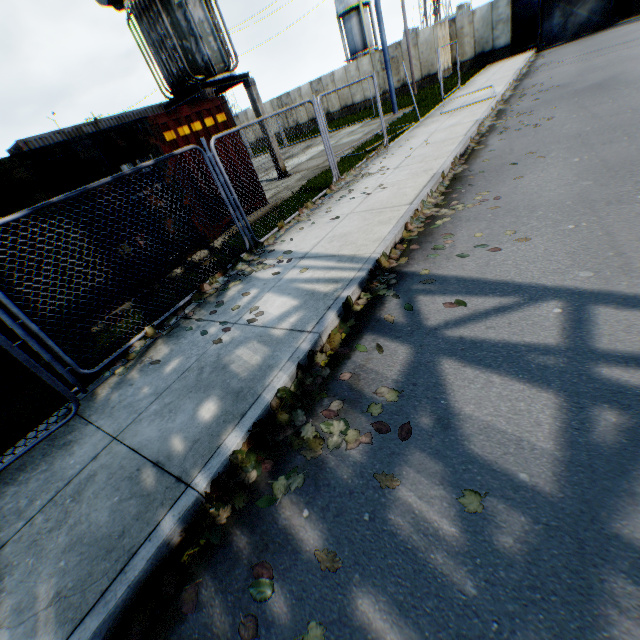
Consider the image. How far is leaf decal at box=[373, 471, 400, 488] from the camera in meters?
2.3 m

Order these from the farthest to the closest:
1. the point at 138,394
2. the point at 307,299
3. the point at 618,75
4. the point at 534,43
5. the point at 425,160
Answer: the point at 534,43, the point at 618,75, the point at 425,160, the point at 307,299, the point at 138,394

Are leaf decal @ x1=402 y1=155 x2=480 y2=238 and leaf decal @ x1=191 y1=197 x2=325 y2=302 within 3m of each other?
yes

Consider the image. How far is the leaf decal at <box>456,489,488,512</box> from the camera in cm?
198

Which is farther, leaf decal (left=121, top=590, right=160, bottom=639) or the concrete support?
the concrete support

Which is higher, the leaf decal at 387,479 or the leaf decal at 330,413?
the leaf decal at 330,413

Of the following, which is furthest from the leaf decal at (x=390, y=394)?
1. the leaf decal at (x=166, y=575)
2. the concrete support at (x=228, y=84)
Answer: the concrete support at (x=228, y=84)
